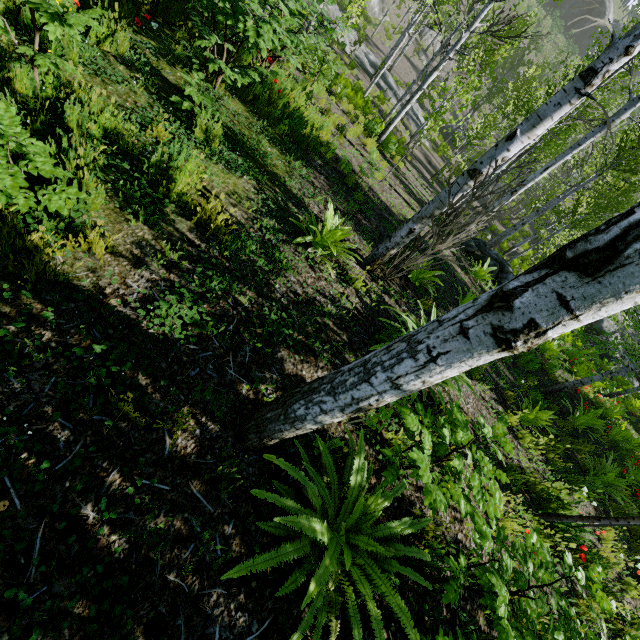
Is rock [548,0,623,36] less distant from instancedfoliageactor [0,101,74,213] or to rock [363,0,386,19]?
instancedfoliageactor [0,101,74,213]

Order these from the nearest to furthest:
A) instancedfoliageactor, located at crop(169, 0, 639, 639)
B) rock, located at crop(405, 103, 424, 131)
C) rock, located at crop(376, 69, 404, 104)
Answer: instancedfoliageactor, located at crop(169, 0, 639, 639) < rock, located at crop(376, 69, 404, 104) < rock, located at crop(405, 103, 424, 131)

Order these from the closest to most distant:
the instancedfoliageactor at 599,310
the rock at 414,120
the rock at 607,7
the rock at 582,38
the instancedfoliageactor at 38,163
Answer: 1. the instancedfoliageactor at 599,310
2. the instancedfoliageactor at 38,163
3. the rock at 414,120
4. the rock at 607,7
5. the rock at 582,38

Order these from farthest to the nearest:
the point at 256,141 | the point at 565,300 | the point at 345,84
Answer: the point at 345,84 < the point at 256,141 < the point at 565,300

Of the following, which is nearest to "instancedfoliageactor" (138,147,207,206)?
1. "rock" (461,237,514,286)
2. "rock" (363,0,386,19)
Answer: "rock" (461,237,514,286)

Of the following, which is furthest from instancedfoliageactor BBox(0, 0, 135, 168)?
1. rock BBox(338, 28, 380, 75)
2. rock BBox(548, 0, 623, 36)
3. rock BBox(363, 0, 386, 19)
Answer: rock BBox(548, 0, 623, 36)

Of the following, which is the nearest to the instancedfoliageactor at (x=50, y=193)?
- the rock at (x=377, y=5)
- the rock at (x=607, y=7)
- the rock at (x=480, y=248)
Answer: the rock at (x=480, y=248)

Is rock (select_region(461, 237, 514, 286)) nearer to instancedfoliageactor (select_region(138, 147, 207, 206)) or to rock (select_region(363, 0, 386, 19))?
instancedfoliageactor (select_region(138, 147, 207, 206))
